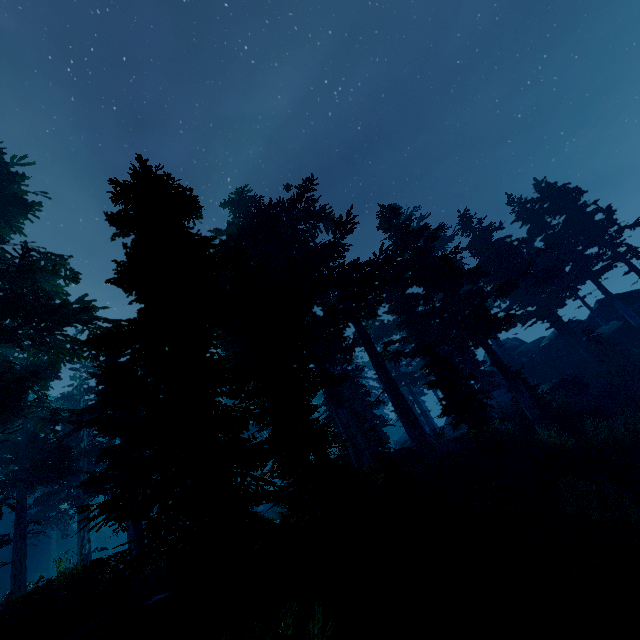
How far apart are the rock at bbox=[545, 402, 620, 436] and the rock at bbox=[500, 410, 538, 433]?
0.4m

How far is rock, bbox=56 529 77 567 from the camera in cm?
3856

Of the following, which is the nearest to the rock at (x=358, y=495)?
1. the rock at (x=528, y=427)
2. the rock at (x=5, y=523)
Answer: the rock at (x=528, y=427)

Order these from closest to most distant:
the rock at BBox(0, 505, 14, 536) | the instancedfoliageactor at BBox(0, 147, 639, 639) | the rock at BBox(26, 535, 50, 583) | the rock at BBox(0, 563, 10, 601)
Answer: the instancedfoliageactor at BBox(0, 147, 639, 639), the rock at BBox(0, 563, 10, 601), the rock at BBox(26, 535, 50, 583), the rock at BBox(0, 505, 14, 536)

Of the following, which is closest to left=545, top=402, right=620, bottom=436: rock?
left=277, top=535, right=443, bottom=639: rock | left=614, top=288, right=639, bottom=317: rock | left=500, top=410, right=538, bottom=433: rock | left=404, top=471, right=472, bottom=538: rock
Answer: left=500, top=410, right=538, bottom=433: rock

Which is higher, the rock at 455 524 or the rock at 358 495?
the rock at 358 495

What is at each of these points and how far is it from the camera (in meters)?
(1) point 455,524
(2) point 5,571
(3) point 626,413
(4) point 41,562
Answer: (1) rock, 11.20
(2) rock, 33.97
(3) instancedfoliageactor, 19.19
(4) rock, 36.47

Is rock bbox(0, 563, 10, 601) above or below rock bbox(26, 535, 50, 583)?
above
